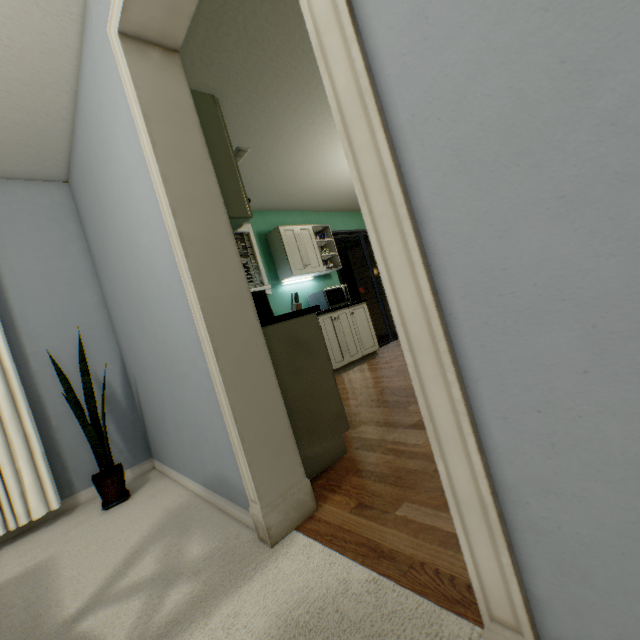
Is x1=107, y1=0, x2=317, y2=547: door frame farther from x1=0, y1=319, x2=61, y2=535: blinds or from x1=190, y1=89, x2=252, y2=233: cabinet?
x1=0, y1=319, x2=61, y2=535: blinds

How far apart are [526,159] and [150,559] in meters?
1.9

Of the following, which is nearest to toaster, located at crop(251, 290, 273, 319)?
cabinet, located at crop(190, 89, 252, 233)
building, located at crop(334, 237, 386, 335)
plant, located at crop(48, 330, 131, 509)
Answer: cabinet, located at crop(190, 89, 252, 233)

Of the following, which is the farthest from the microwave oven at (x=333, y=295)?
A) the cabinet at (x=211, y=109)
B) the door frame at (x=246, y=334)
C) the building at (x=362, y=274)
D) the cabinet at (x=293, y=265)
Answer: the door frame at (x=246, y=334)

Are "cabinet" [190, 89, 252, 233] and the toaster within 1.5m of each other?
yes

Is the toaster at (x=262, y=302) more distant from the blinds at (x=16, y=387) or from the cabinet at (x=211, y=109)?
the blinds at (x=16, y=387)

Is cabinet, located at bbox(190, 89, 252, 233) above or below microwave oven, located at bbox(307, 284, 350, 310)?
above

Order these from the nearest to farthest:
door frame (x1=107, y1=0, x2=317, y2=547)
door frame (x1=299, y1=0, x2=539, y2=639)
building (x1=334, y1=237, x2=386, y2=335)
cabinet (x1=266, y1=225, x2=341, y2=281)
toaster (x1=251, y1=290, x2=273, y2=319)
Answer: door frame (x1=299, y1=0, x2=539, y2=639) < door frame (x1=107, y1=0, x2=317, y2=547) < toaster (x1=251, y1=290, x2=273, y2=319) < cabinet (x1=266, y1=225, x2=341, y2=281) < building (x1=334, y1=237, x2=386, y2=335)
